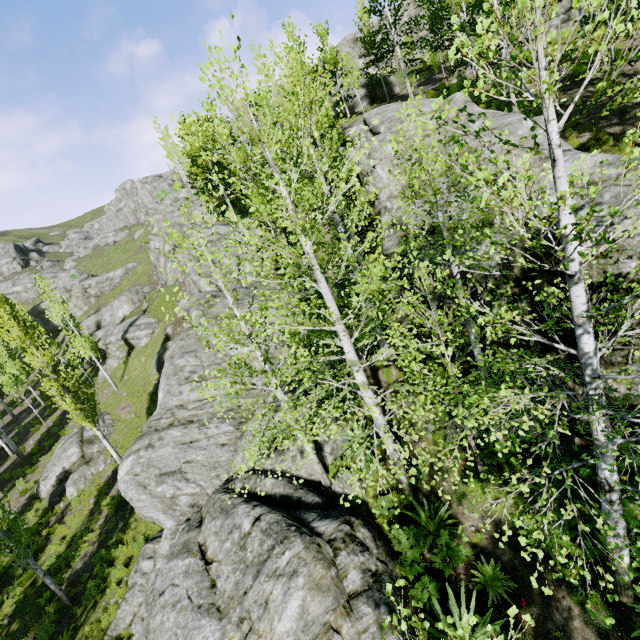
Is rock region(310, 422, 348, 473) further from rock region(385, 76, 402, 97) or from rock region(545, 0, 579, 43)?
rock region(545, 0, 579, 43)

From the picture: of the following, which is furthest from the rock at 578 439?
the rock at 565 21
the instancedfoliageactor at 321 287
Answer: the rock at 565 21

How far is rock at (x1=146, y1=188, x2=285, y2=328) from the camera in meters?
18.3 m

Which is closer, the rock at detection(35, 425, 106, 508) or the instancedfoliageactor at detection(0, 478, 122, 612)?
the instancedfoliageactor at detection(0, 478, 122, 612)

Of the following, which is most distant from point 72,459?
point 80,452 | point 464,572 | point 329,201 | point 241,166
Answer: point 464,572

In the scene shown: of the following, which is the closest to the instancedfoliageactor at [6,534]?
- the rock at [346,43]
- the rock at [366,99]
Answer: the rock at [346,43]

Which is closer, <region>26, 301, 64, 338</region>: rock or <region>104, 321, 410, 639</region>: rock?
<region>104, 321, 410, 639</region>: rock

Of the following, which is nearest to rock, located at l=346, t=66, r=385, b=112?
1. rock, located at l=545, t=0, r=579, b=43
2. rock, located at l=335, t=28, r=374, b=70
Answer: rock, located at l=335, t=28, r=374, b=70
